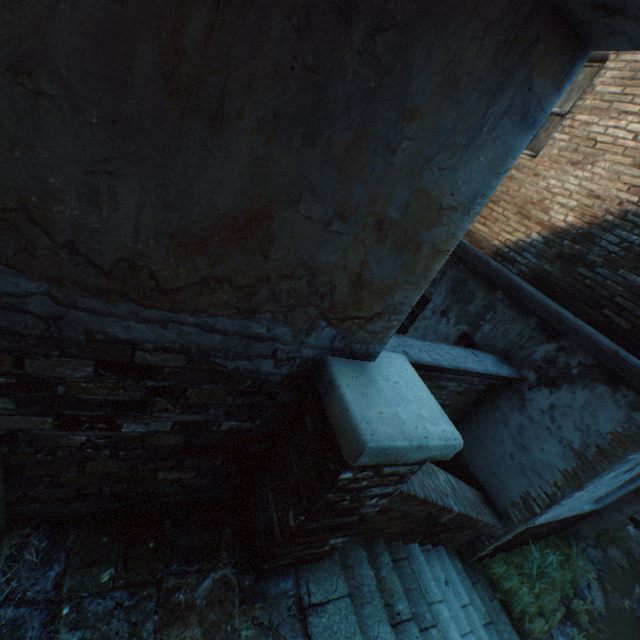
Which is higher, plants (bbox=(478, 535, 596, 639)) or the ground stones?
plants (bbox=(478, 535, 596, 639))

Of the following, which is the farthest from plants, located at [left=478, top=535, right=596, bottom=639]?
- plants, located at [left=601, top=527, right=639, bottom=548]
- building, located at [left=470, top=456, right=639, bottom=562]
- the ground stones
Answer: building, located at [left=470, top=456, right=639, bottom=562]

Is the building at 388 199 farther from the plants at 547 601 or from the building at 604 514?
the plants at 547 601

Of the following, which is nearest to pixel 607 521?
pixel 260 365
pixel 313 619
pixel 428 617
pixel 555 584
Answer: pixel 555 584

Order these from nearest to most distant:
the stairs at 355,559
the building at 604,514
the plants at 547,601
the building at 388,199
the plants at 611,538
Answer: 1. the building at 388,199
2. the stairs at 355,559
3. the building at 604,514
4. the plants at 547,601
5. the plants at 611,538

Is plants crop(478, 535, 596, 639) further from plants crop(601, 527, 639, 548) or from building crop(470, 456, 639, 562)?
building crop(470, 456, 639, 562)

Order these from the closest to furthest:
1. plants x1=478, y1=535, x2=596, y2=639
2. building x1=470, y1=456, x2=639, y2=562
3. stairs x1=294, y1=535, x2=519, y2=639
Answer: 1. stairs x1=294, y1=535, x2=519, y2=639
2. building x1=470, y1=456, x2=639, y2=562
3. plants x1=478, y1=535, x2=596, y2=639

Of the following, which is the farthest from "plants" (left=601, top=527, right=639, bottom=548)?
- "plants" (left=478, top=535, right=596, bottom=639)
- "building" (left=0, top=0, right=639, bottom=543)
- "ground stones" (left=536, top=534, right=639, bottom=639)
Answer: "building" (left=0, top=0, right=639, bottom=543)
